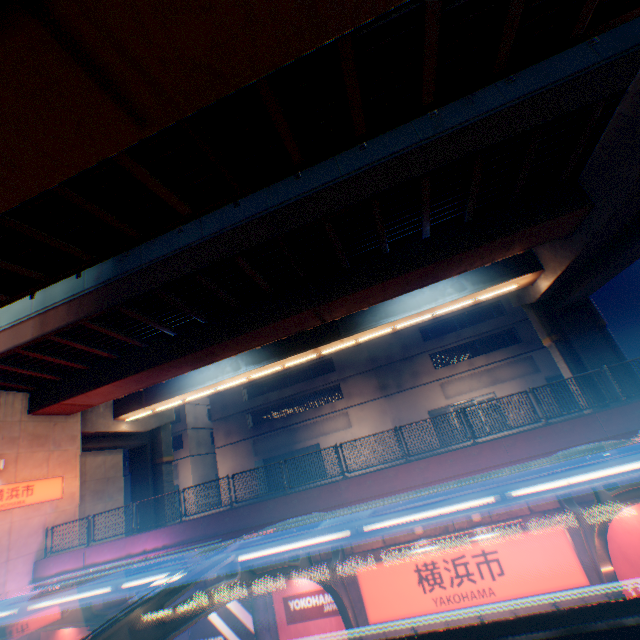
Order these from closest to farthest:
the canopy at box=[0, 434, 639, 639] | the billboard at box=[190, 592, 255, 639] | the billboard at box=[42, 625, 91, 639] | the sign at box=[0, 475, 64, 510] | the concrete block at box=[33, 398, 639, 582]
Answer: the canopy at box=[0, 434, 639, 639], the concrete block at box=[33, 398, 639, 582], the billboard at box=[190, 592, 255, 639], the billboard at box=[42, 625, 91, 639], the sign at box=[0, 475, 64, 510]

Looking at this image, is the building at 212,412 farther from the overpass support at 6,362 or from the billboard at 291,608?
the billboard at 291,608

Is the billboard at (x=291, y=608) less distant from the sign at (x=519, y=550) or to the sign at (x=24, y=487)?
the sign at (x=519, y=550)

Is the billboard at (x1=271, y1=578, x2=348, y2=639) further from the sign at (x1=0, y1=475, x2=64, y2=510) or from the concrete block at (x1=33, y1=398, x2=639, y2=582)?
the sign at (x1=0, y1=475, x2=64, y2=510)

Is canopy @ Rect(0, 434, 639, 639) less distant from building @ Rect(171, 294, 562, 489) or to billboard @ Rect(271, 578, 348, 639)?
billboard @ Rect(271, 578, 348, 639)

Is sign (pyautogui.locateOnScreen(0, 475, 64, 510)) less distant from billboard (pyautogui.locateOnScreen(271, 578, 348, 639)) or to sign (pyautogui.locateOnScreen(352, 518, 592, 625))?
billboard (pyautogui.locateOnScreen(271, 578, 348, 639))

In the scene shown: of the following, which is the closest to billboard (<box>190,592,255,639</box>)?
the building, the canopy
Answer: the canopy

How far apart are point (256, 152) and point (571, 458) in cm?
1047
